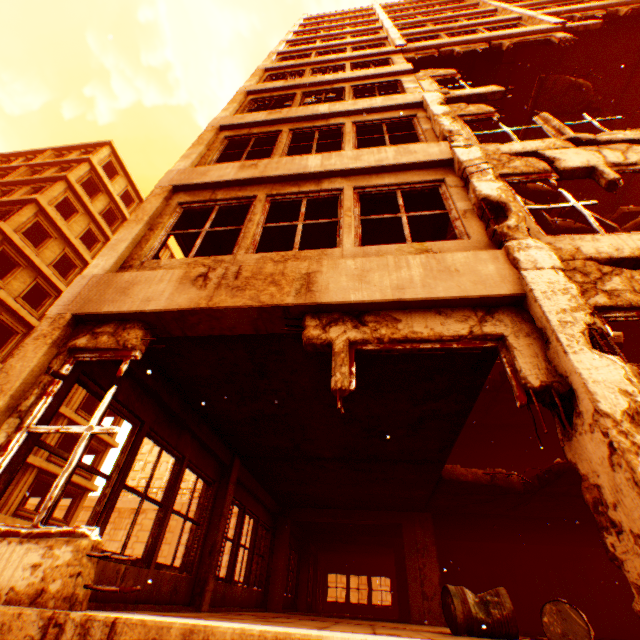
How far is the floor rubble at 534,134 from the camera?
12.7m

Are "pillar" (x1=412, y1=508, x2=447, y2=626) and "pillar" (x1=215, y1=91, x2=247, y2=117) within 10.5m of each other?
yes

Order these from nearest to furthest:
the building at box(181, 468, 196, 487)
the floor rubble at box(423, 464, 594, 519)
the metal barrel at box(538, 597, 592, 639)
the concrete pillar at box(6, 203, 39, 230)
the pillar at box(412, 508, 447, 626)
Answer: the metal barrel at box(538, 597, 592, 639) < the floor rubble at box(423, 464, 594, 519) < the pillar at box(412, 508, 447, 626) < the concrete pillar at box(6, 203, 39, 230) < the building at box(181, 468, 196, 487)

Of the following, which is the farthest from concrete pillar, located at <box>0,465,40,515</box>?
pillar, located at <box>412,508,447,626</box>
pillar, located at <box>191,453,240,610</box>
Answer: pillar, located at <box>412,508,447,626</box>

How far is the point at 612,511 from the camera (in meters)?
1.96

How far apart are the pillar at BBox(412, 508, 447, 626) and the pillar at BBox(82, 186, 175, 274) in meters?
9.4

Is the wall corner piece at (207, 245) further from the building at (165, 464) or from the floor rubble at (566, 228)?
the building at (165, 464)
